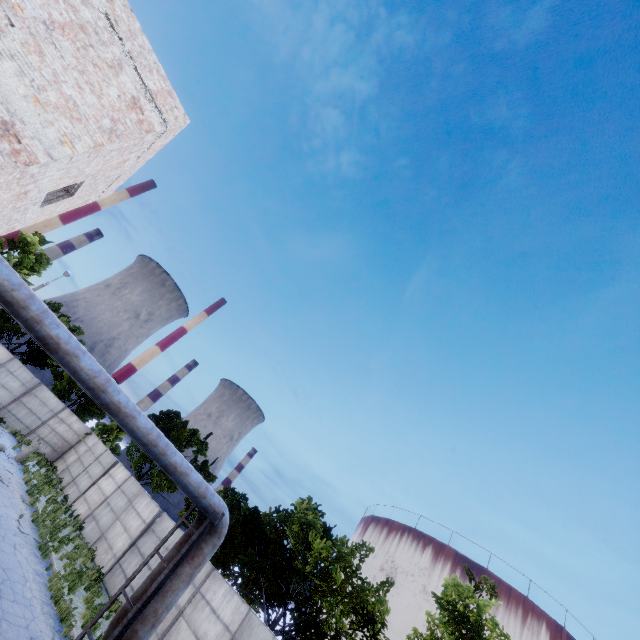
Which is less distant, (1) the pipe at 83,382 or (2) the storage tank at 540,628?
(1) the pipe at 83,382

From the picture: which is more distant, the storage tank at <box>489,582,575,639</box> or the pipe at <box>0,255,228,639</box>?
the storage tank at <box>489,582,575,639</box>

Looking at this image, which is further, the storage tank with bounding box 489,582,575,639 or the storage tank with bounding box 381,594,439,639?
the storage tank with bounding box 381,594,439,639

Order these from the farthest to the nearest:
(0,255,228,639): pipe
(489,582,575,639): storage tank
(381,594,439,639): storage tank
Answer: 1. (381,594,439,639): storage tank
2. (489,582,575,639): storage tank
3. (0,255,228,639): pipe

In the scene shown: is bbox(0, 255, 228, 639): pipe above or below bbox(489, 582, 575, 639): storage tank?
below

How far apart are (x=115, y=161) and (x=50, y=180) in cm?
227

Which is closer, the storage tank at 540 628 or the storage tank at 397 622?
the storage tank at 540 628
